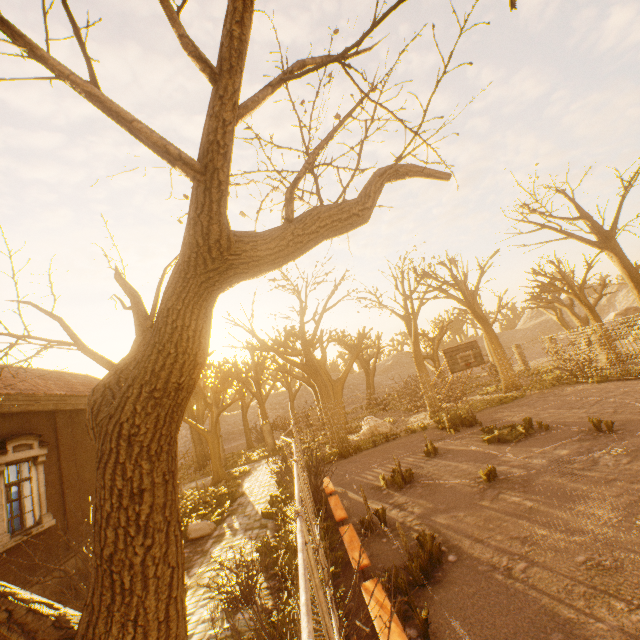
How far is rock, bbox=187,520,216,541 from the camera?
11.3m

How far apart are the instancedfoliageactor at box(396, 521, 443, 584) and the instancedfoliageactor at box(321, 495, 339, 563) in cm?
245

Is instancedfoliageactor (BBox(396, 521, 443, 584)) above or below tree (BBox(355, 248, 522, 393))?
below

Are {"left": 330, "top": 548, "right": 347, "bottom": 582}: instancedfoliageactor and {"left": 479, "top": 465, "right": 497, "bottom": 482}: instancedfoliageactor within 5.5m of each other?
yes

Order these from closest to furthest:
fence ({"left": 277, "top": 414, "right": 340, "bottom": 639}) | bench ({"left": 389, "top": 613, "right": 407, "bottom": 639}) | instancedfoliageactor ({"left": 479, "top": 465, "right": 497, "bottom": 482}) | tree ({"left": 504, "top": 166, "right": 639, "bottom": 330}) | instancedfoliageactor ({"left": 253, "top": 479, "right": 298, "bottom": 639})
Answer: fence ({"left": 277, "top": 414, "right": 340, "bottom": 639})
bench ({"left": 389, "top": 613, "right": 407, "bottom": 639})
instancedfoliageactor ({"left": 253, "top": 479, "right": 298, "bottom": 639})
instancedfoliageactor ({"left": 479, "top": 465, "right": 497, "bottom": 482})
tree ({"left": 504, "top": 166, "right": 639, "bottom": 330})

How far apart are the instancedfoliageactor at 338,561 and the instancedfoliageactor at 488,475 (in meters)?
4.43

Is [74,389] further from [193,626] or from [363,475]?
[363,475]

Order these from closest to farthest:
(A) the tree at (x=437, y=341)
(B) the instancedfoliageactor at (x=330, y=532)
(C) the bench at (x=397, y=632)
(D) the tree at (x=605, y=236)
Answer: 1. (C) the bench at (x=397, y=632)
2. (B) the instancedfoliageactor at (x=330, y=532)
3. (D) the tree at (x=605, y=236)
4. (A) the tree at (x=437, y=341)
